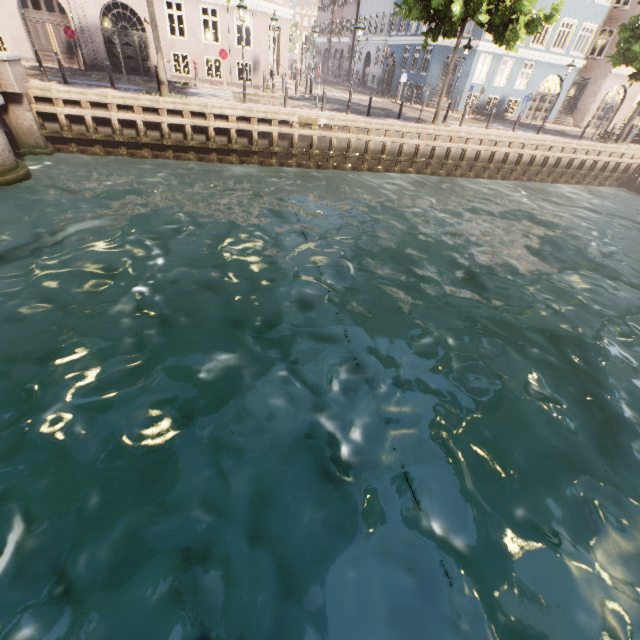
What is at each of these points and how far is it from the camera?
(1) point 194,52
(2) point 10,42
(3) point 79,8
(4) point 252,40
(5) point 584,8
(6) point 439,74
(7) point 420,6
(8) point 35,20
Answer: (1) building, 20.50m
(2) building, 18.48m
(3) building, 18.25m
(4) building, 20.80m
(5) building, 23.70m
(6) building, 25.75m
(7) tree, 14.23m
(8) building, 18.30m

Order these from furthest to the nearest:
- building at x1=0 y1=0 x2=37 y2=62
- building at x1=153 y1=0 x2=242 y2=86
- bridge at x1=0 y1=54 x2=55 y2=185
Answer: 1. building at x1=153 y1=0 x2=242 y2=86
2. building at x1=0 y1=0 x2=37 y2=62
3. bridge at x1=0 y1=54 x2=55 y2=185

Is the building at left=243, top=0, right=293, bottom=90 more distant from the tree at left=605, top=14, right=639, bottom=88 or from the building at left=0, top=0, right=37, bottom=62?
the building at left=0, top=0, right=37, bottom=62

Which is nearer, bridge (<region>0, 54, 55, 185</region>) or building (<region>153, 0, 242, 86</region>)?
bridge (<region>0, 54, 55, 185</region>)

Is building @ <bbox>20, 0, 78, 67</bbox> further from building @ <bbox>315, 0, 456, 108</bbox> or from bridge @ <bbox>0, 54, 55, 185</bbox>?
building @ <bbox>315, 0, 456, 108</bbox>

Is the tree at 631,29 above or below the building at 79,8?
above

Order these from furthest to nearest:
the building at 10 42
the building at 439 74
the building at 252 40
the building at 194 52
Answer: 1. the building at 439 74
2. the building at 252 40
3. the building at 194 52
4. the building at 10 42
